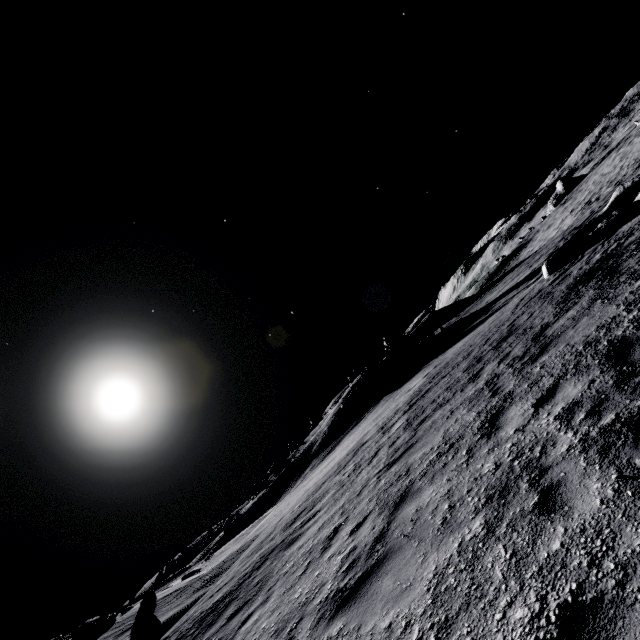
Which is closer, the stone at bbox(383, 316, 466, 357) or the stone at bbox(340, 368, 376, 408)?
the stone at bbox(340, 368, 376, 408)

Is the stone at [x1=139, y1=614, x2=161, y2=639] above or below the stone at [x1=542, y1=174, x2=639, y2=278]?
above

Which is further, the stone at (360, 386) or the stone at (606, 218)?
the stone at (360, 386)

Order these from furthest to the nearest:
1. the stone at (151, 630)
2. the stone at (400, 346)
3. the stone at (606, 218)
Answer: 1. the stone at (400, 346)
2. the stone at (606, 218)
3. the stone at (151, 630)

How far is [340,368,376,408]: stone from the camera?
28.8 meters

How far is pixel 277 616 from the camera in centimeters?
556cm

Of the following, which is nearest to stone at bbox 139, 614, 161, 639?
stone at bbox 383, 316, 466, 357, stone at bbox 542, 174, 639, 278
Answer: stone at bbox 542, 174, 639, 278

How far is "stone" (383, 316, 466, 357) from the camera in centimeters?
3006cm
